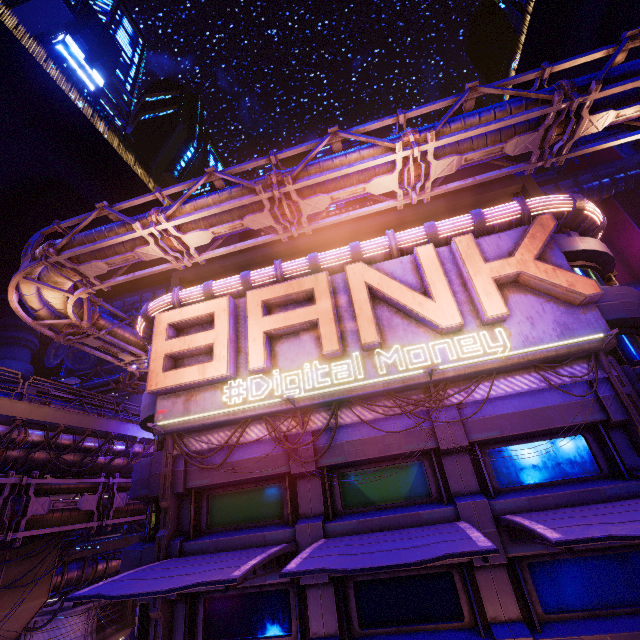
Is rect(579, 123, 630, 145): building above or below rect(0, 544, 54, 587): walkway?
above

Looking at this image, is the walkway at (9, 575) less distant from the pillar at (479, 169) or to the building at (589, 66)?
the pillar at (479, 169)

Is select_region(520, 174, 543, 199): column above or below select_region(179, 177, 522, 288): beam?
below

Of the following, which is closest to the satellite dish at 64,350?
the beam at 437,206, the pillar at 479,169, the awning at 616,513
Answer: the beam at 437,206

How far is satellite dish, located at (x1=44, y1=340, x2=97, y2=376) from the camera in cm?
4250

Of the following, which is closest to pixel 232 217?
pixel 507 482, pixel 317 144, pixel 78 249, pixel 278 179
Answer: pixel 278 179

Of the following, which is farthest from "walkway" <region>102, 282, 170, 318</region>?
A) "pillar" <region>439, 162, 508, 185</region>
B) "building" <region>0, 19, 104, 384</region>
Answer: "pillar" <region>439, 162, 508, 185</region>
